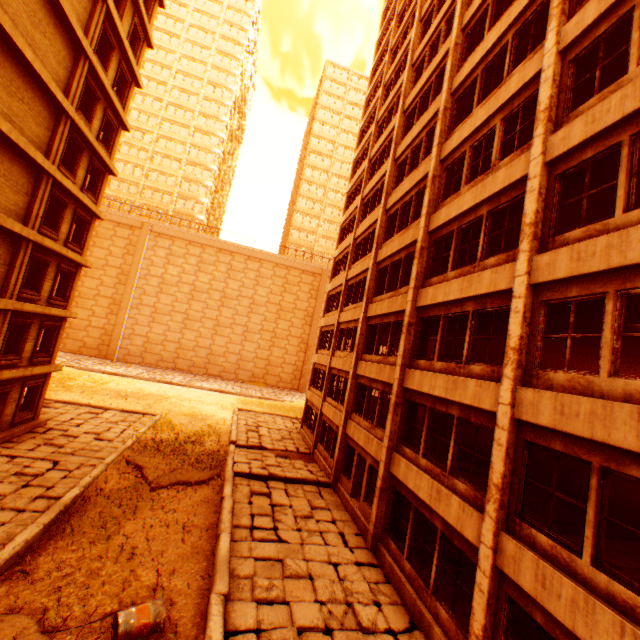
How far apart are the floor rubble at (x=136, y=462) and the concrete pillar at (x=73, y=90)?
16.6m

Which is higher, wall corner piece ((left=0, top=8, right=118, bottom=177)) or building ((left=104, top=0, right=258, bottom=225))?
building ((left=104, top=0, right=258, bottom=225))

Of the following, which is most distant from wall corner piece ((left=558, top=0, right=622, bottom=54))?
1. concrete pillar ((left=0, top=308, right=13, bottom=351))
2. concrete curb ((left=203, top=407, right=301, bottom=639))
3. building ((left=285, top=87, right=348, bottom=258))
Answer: building ((left=285, top=87, right=348, bottom=258))

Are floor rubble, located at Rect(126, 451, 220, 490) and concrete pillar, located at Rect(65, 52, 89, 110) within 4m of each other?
no

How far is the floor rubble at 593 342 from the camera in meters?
12.4

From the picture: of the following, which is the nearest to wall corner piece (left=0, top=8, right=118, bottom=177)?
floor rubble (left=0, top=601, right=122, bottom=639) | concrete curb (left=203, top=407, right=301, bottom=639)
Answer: concrete curb (left=203, top=407, right=301, bottom=639)

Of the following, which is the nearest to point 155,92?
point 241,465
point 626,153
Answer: point 241,465

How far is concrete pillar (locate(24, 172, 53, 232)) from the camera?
13.9 meters
